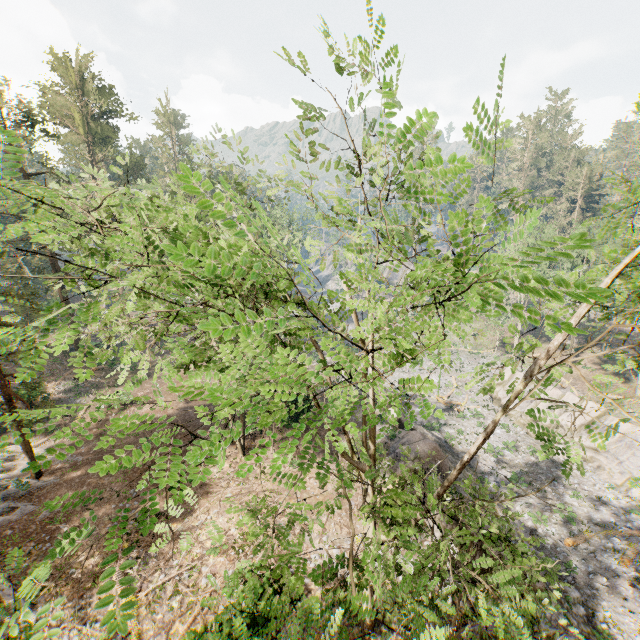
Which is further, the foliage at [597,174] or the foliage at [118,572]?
the foliage at [118,572]

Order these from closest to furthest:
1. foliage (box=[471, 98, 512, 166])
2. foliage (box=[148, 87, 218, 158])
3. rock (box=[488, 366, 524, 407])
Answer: foliage (box=[471, 98, 512, 166])
foliage (box=[148, 87, 218, 158])
rock (box=[488, 366, 524, 407])

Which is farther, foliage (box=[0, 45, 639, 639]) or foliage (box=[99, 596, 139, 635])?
foliage (box=[99, 596, 139, 635])

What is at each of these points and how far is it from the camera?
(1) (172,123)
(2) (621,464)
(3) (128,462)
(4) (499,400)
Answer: (1) foliage, 57.1m
(2) rock, 25.2m
(3) foliage, 1.7m
(4) rock, 35.1m

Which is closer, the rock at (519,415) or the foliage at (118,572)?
the foliage at (118,572)

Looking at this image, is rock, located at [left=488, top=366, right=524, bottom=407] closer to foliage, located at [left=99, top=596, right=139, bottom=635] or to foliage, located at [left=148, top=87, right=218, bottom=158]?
foliage, located at [left=99, top=596, right=139, bottom=635]
